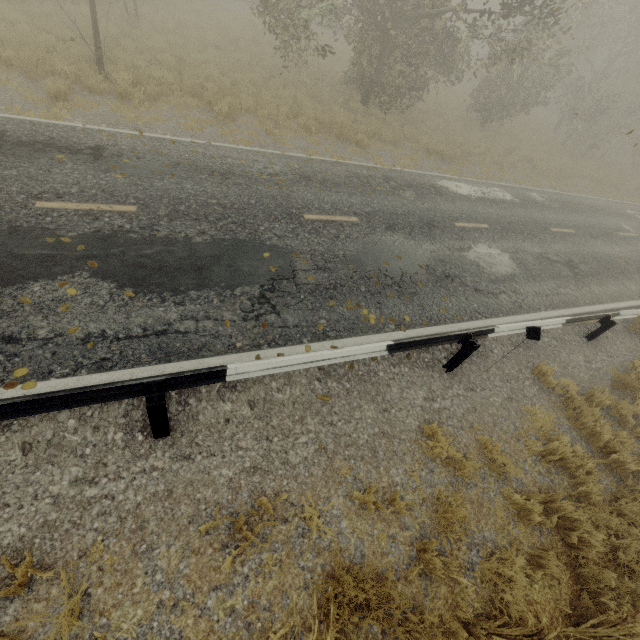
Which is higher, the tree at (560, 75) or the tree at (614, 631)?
the tree at (560, 75)

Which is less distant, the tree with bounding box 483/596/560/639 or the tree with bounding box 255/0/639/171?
the tree with bounding box 483/596/560/639

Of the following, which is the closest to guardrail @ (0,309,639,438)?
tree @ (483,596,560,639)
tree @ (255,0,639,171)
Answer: tree @ (483,596,560,639)

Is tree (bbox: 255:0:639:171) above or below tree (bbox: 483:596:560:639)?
above

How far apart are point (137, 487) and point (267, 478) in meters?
1.5 m

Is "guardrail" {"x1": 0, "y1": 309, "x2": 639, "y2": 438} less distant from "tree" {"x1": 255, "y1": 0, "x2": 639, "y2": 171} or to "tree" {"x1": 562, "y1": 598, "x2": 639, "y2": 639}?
"tree" {"x1": 562, "y1": 598, "x2": 639, "y2": 639}

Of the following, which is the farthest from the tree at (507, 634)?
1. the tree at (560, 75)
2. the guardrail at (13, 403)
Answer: the tree at (560, 75)
